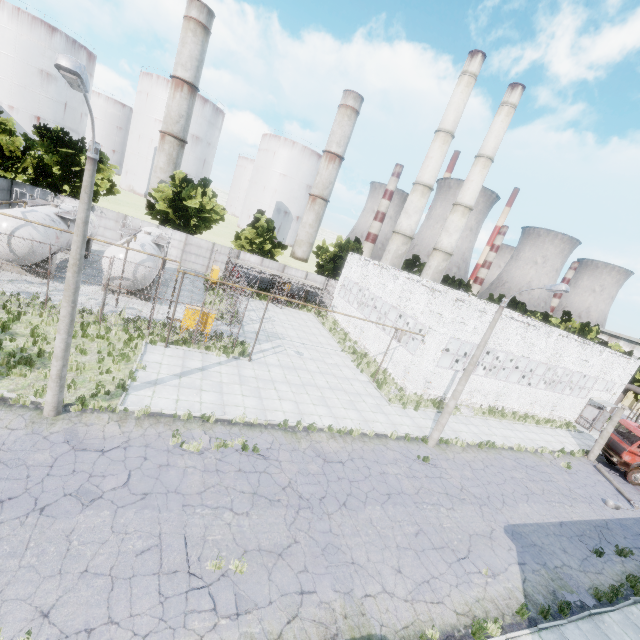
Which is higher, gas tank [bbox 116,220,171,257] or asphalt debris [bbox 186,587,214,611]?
gas tank [bbox 116,220,171,257]

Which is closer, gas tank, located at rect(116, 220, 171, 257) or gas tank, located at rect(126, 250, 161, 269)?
gas tank, located at rect(126, 250, 161, 269)

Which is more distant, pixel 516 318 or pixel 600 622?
pixel 516 318

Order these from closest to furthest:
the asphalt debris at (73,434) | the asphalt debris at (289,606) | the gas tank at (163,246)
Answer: the asphalt debris at (289,606) < the asphalt debris at (73,434) < the gas tank at (163,246)

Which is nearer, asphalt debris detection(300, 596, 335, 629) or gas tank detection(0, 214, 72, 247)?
asphalt debris detection(300, 596, 335, 629)

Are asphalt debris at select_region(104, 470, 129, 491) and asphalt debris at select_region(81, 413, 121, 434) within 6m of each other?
yes

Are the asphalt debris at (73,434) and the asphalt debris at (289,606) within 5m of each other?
no

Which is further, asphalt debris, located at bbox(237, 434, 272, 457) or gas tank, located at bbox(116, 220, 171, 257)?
gas tank, located at bbox(116, 220, 171, 257)
